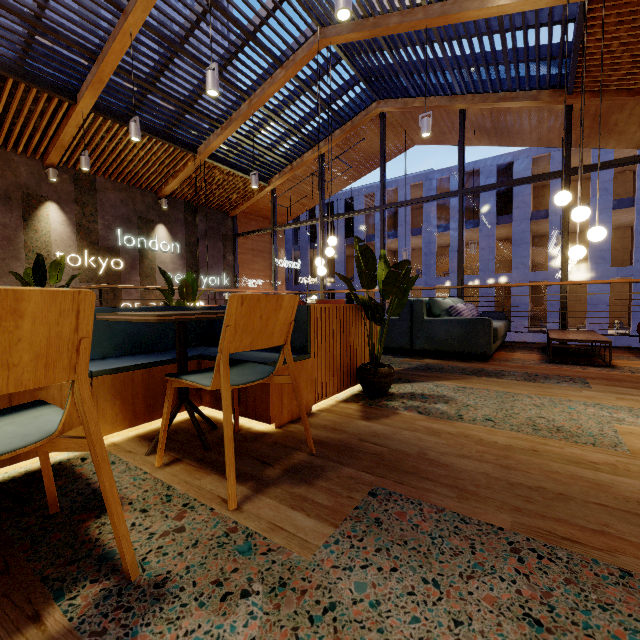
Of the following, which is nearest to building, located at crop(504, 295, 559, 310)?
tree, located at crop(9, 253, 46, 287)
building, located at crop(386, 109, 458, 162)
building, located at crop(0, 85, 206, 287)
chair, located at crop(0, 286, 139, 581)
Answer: building, located at crop(386, 109, 458, 162)

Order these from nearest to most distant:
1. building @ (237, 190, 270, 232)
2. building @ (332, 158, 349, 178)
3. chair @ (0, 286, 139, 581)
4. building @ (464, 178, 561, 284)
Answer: chair @ (0, 286, 139, 581) < building @ (332, 158, 349, 178) < building @ (237, 190, 270, 232) < building @ (464, 178, 561, 284)

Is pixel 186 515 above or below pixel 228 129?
below

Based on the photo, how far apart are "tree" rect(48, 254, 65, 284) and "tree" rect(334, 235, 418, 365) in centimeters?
493cm

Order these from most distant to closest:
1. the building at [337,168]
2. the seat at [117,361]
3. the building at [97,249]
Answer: the building at [337,168] → the building at [97,249] → the seat at [117,361]

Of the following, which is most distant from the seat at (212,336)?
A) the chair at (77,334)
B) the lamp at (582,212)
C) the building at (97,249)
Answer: the lamp at (582,212)

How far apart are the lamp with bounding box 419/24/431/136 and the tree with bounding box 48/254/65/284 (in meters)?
6.26

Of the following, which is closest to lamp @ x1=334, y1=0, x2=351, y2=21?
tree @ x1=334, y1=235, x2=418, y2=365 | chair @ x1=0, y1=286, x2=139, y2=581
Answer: tree @ x1=334, y1=235, x2=418, y2=365
